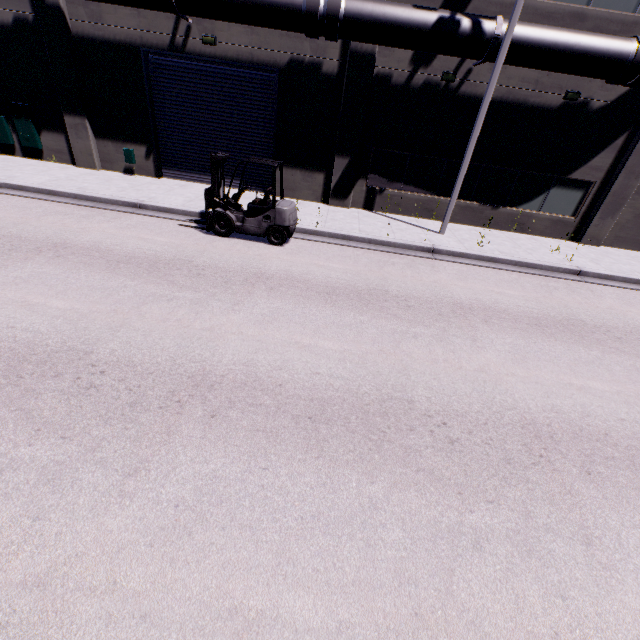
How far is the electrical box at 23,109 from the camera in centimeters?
1286cm

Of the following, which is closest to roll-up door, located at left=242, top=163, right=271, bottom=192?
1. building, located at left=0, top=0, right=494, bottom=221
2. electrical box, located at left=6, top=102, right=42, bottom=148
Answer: building, located at left=0, top=0, right=494, bottom=221

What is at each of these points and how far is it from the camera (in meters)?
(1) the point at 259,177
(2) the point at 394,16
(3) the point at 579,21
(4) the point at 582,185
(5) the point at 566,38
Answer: (1) roll-up door, 13.96
(2) pipe, 9.63
(3) building, 10.43
(4) building, 13.03
(5) pipe, 9.62

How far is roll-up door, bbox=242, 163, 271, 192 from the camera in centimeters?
1374cm

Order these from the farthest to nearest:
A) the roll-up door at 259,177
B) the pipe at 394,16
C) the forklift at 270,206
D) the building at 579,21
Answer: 1. the roll-up door at 259,177
2. the building at 579,21
3. the pipe at 394,16
4. the forklift at 270,206

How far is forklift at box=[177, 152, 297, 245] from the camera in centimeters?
905cm

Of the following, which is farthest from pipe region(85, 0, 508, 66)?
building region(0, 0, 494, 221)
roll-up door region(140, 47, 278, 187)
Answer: roll-up door region(140, 47, 278, 187)

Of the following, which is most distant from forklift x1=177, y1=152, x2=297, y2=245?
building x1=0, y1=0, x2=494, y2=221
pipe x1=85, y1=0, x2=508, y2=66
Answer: building x1=0, y1=0, x2=494, y2=221
